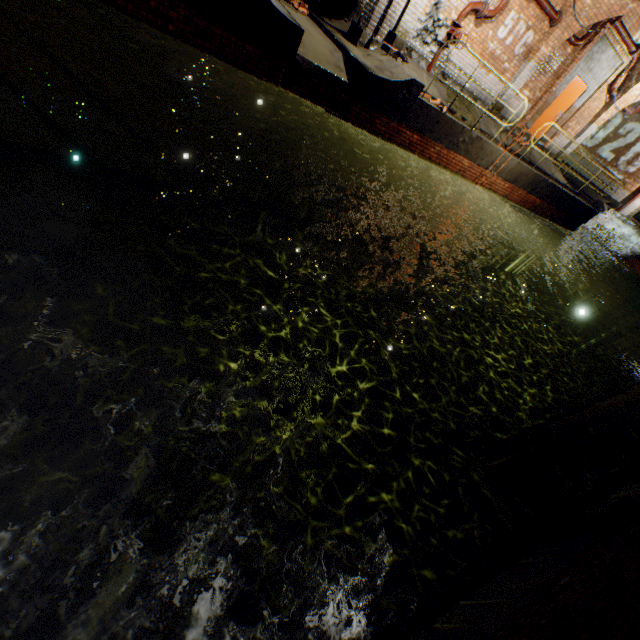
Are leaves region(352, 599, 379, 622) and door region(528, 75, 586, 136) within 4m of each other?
no

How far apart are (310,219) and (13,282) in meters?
7.5 m

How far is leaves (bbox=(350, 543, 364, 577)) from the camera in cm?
183

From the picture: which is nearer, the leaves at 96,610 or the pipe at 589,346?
the leaves at 96,610

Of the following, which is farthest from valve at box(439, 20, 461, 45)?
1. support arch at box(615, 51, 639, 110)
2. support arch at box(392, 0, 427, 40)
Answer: support arch at box(615, 51, 639, 110)

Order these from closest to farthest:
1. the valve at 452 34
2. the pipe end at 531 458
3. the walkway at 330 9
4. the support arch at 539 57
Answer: the pipe end at 531 458 → the valve at 452 34 → the support arch at 539 57 → the walkway at 330 9

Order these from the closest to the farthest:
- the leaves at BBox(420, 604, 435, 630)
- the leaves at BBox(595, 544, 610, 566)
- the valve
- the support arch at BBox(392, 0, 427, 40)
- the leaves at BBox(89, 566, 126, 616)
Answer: the leaves at BBox(89, 566, 126, 616) → the leaves at BBox(420, 604, 435, 630) → the leaves at BBox(595, 544, 610, 566) → the support arch at BBox(392, 0, 427, 40) → the valve

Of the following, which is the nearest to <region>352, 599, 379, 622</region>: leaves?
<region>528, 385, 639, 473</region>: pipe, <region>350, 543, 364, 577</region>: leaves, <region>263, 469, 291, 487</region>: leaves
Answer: <region>350, 543, 364, 577</region>: leaves
